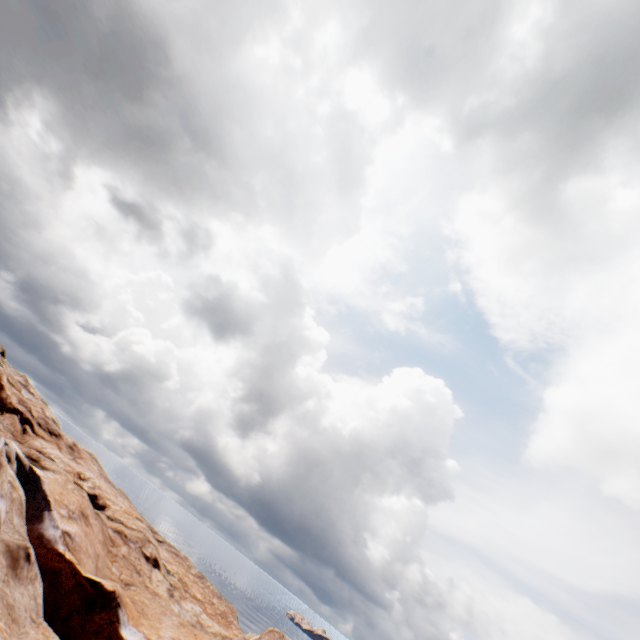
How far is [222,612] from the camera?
47.6m
